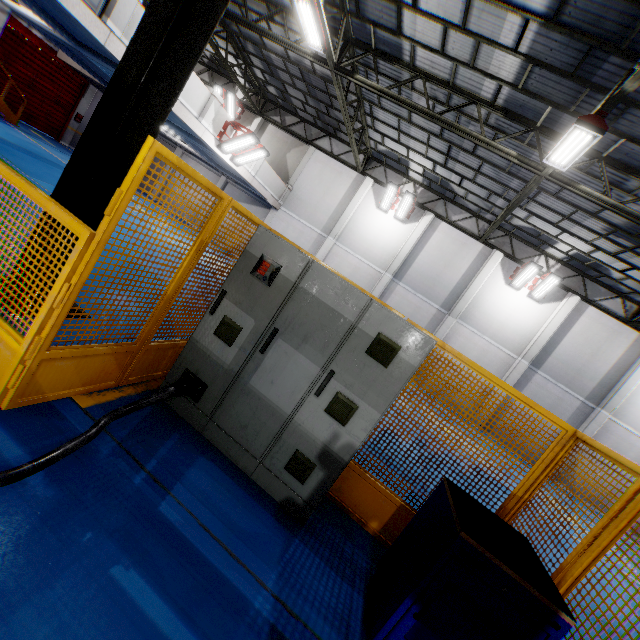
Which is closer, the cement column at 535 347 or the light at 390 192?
the cement column at 535 347

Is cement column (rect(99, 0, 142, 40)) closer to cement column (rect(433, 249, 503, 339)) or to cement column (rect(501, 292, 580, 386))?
cement column (rect(433, 249, 503, 339))

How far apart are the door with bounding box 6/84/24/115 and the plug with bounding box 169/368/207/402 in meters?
21.6

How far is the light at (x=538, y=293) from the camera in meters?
14.7 m

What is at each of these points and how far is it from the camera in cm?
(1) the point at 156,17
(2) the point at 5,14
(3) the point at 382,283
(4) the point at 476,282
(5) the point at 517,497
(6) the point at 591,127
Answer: (1) metal pole, 320
(2) cement column, 1421
(3) cement column, 1753
(4) cement column, 1638
(5) metal panel, 328
(6) light, 662

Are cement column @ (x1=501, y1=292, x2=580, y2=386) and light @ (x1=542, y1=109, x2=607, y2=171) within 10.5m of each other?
yes

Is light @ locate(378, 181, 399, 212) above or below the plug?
above

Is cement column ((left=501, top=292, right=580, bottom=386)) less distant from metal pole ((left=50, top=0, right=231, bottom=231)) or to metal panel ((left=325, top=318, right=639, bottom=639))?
metal panel ((left=325, top=318, right=639, bottom=639))
